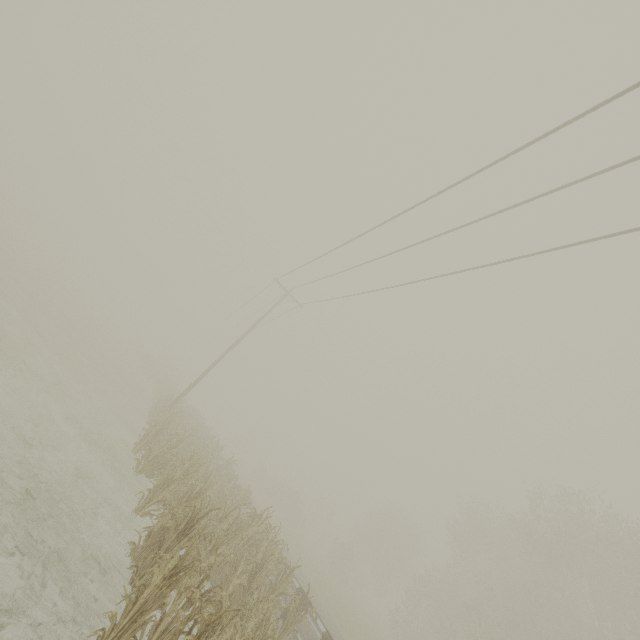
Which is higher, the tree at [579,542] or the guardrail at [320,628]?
the tree at [579,542]

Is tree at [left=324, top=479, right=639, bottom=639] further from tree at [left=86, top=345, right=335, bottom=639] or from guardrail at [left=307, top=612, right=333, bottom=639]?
tree at [left=86, top=345, right=335, bottom=639]

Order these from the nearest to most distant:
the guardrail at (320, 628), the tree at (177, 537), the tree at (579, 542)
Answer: the tree at (177, 537), the guardrail at (320, 628), the tree at (579, 542)

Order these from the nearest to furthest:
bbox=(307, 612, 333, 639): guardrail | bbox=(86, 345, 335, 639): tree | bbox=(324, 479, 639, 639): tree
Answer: bbox=(86, 345, 335, 639): tree, bbox=(307, 612, 333, 639): guardrail, bbox=(324, 479, 639, 639): tree

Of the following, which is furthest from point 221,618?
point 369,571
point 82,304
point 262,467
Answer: point 369,571

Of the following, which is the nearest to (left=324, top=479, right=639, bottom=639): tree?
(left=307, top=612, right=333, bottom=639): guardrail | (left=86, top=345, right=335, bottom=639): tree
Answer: (left=307, top=612, right=333, bottom=639): guardrail
